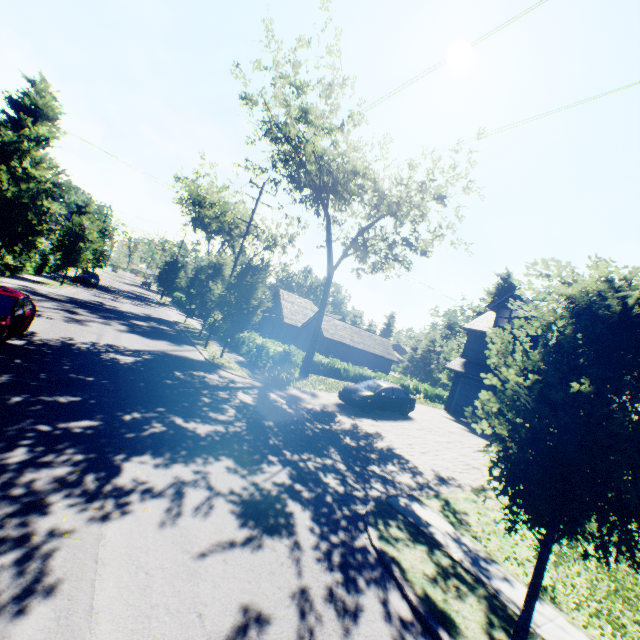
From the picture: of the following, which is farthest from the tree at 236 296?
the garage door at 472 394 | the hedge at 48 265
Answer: the garage door at 472 394

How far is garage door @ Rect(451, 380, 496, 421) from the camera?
23.69m

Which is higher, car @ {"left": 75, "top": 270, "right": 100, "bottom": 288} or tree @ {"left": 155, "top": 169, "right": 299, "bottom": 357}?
tree @ {"left": 155, "top": 169, "right": 299, "bottom": 357}

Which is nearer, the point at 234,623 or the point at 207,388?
the point at 234,623

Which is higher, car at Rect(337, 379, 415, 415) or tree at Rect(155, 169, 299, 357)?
tree at Rect(155, 169, 299, 357)

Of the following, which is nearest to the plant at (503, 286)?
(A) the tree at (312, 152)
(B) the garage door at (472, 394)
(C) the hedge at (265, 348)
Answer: (A) the tree at (312, 152)

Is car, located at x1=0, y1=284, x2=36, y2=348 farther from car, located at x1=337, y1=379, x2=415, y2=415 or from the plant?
the plant

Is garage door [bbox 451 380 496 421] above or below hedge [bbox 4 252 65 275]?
above
